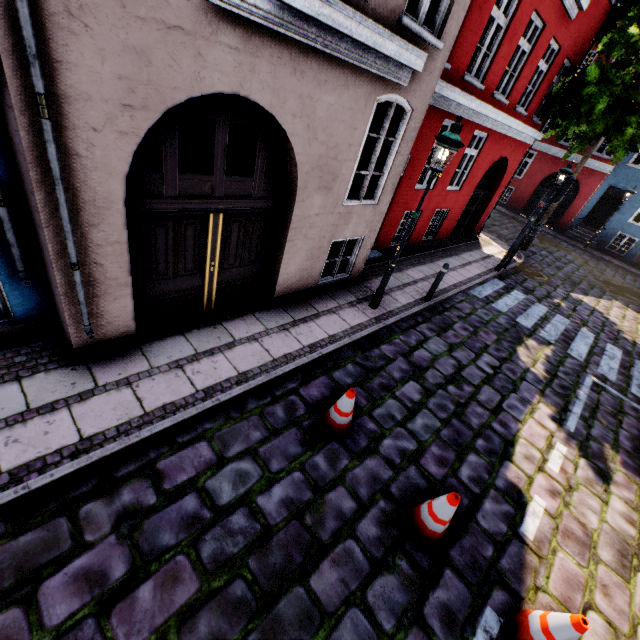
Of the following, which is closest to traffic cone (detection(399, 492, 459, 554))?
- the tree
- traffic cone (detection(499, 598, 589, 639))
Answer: traffic cone (detection(499, 598, 589, 639))

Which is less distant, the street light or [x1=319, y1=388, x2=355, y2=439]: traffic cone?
[x1=319, y1=388, x2=355, y2=439]: traffic cone

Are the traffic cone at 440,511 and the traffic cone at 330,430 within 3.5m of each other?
yes

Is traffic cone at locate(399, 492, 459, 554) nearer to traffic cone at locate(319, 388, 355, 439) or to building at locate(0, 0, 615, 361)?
traffic cone at locate(319, 388, 355, 439)

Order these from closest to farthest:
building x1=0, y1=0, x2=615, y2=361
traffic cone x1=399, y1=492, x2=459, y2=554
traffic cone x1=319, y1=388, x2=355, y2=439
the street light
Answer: building x1=0, y1=0, x2=615, y2=361 → traffic cone x1=399, y1=492, x2=459, y2=554 → traffic cone x1=319, y1=388, x2=355, y2=439 → the street light

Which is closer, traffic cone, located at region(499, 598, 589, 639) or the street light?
traffic cone, located at region(499, 598, 589, 639)

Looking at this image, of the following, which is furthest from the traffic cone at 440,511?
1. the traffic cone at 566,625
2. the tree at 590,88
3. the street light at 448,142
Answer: the tree at 590,88

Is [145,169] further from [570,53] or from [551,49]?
[551,49]
